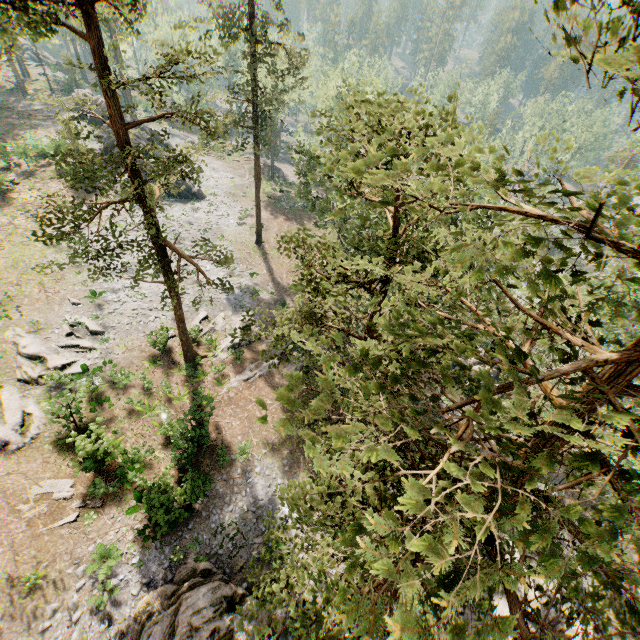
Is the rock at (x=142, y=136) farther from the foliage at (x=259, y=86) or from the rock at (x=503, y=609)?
the rock at (x=503, y=609)

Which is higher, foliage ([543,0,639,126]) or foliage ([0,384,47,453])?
foliage ([543,0,639,126])

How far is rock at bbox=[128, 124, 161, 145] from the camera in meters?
41.2

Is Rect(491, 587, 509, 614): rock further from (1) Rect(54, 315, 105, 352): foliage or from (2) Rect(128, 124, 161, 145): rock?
(2) Rect(128, 124, 161, 145): rock

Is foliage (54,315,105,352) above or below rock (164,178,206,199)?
above

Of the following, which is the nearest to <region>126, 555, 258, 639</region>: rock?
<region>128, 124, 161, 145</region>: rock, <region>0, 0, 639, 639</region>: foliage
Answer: <region>0, 0, 639, 639</region>: foliage

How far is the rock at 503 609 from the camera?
19.3 meters

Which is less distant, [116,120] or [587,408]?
[587,408]
